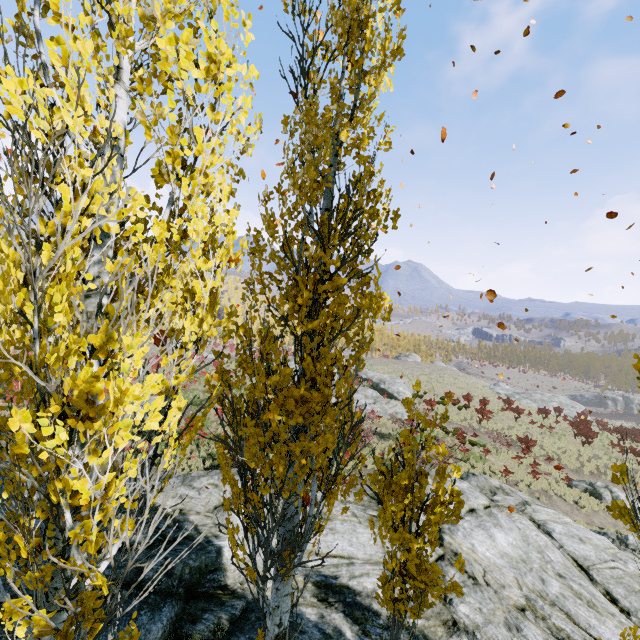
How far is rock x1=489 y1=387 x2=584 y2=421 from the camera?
44.5 meters

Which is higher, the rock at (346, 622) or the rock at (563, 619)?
the rock at (346, 622)

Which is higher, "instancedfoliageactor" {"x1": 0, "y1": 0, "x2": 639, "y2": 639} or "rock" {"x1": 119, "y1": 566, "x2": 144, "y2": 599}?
"instancedfoliageactor" {"x1": 0, "y1": 0, "x2": 639, "y2": 639}

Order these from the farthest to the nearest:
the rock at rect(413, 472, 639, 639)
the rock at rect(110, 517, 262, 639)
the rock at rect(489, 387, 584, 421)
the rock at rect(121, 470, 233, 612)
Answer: the rock at rect(489, 387, 584, 421) < the rock at rect(413, 472, 639, 639) < the rock at rect(121, 470, 233, 612) < the rock at rect(110, 517, 262, 639)

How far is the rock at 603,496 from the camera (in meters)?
19.60

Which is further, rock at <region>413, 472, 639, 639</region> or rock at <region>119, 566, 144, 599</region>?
rock at <region>413, 472, 639, 639</region>

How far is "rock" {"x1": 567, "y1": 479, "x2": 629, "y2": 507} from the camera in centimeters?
1960cm

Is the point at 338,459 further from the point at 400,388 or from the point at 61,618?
the point at 400,388
